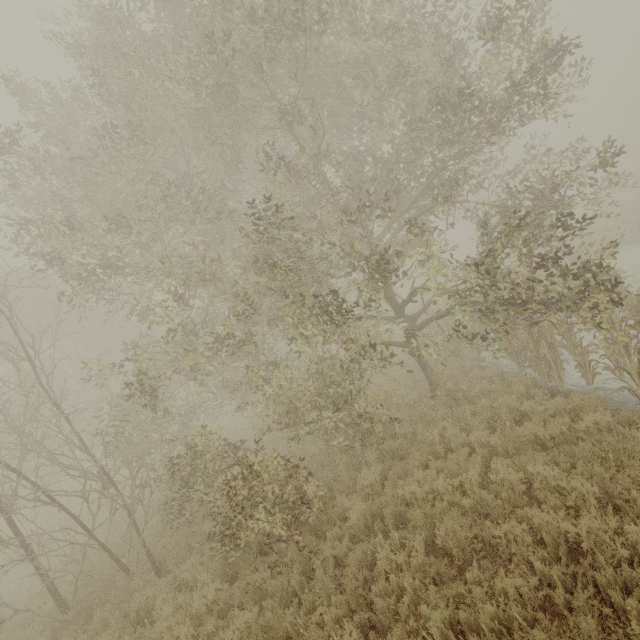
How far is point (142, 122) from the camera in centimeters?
719cm
